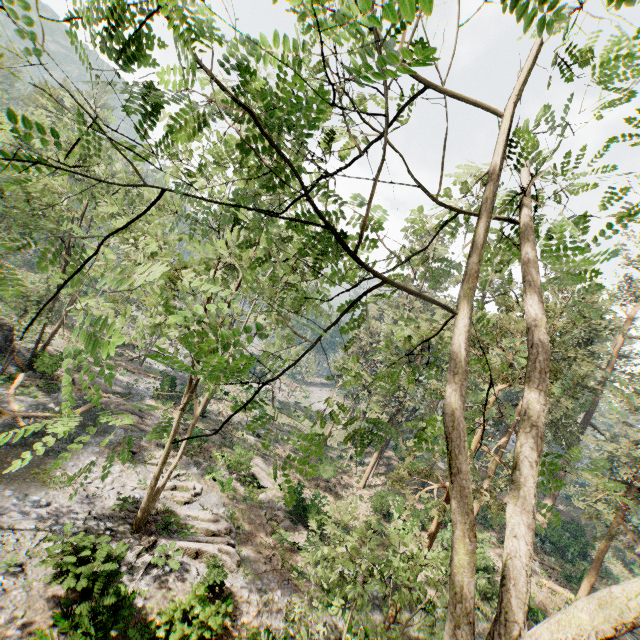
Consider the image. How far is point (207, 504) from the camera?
20.1m

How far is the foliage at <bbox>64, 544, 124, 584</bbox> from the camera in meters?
10.0

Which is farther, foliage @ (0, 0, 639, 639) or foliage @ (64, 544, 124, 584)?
foliage @ (64, 544, 124, 584)

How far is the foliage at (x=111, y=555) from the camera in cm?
1000

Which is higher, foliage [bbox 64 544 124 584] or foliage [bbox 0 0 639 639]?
foliage [bbox 0 0 639 639]

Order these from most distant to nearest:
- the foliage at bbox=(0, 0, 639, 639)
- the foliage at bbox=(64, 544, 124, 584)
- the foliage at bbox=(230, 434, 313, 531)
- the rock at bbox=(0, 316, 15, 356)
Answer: the rock at bbox=(0, 316, 15, 356)
the foliage at bbox=(64, 544, 124, 584)
the foliage at bbox=(230, 434, 313, 531)
the foliage at bbox=(0, 0, 639, 639)

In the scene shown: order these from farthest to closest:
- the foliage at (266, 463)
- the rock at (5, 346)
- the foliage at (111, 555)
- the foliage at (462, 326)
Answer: the rock at (5, 346) < the foliage at (111, 555) < the foliage at (266, 463) < the foliage at (462, 326)
